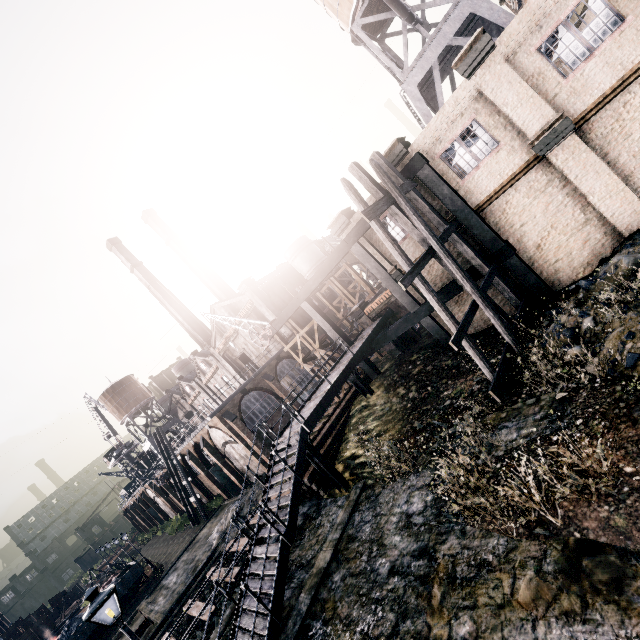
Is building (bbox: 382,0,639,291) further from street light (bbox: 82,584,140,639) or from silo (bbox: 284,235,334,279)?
street light (bbox: 82,584,140,639)

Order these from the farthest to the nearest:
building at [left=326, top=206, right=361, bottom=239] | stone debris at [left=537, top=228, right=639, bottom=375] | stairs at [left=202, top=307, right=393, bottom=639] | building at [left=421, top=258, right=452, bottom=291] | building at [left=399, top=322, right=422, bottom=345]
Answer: building at [left=399, top=322, right=422, bottom=345] < building at [left=326, top=206, right=361, bottom=239] < building at [left=421, top=258, right=452, bottom=291] < stairs at [left=202, top=307, right=393, bottom=639] < stone debris at [left=537, top=228, right=639, bottom=375]

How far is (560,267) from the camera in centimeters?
1513cm

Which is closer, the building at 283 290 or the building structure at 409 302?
the building structure at 409 302

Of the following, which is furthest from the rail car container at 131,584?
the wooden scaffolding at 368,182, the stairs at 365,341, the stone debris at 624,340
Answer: the stone debris at 624,340

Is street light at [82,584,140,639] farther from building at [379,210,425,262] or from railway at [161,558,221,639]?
building at [379,210,425,262]

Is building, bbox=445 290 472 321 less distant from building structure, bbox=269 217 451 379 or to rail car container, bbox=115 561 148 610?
building structure, bbox=269 217 451 379

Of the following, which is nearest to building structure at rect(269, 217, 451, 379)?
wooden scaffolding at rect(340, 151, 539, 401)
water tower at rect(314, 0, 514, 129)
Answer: wooden scaffolding at rect(340, 151, 539, 401)
